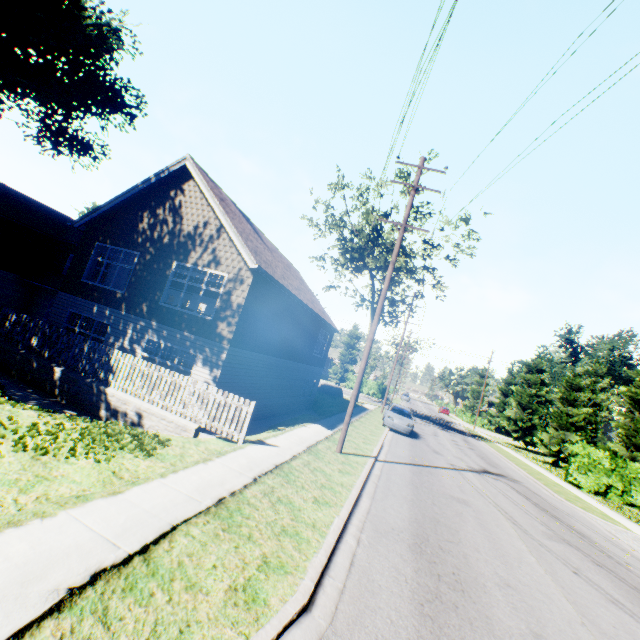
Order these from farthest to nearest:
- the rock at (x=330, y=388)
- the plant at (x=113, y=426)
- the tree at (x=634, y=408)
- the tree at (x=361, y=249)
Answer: the rock at (x=330, y=388) < the tree at (x=361, y=249) < the tree at (x=634, y=408) < the plant at (x=113, y=426)

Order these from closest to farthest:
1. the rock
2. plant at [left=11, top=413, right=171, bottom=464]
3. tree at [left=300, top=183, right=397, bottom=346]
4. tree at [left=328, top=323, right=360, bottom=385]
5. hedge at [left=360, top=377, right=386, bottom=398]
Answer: plant at [left=11, top=413, right=171, bottom=464]
tree at [left=300, top=183, right=397, bottom=346]
the rock
hedge at [left=360, top=377, right=386, bottom=398]
tree at [left=328, top=323, right=360, bottom=385]

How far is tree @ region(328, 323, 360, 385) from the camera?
52.9m

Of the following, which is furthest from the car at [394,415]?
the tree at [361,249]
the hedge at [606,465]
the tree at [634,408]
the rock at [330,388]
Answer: the tree at [361,249]

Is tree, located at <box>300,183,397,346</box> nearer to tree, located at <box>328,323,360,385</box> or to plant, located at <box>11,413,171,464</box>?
plant, located at <box>11,413,171,464</box>

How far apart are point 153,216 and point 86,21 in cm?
2040

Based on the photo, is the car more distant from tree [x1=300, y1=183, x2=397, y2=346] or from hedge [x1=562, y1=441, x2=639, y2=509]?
tree [x1=300, y1=183, x2=397, y2=346]

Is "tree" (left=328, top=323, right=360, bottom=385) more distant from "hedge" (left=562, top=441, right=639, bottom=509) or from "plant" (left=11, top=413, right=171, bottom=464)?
"hedge" (left=562, top=441, right=639, bottom=509)
